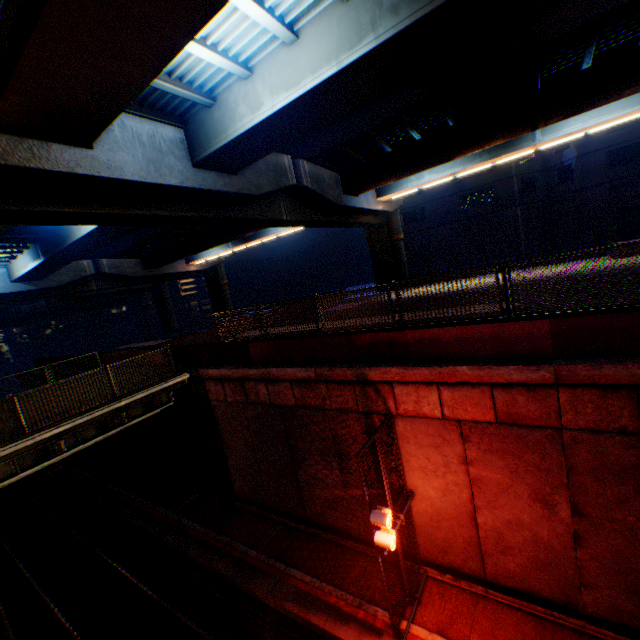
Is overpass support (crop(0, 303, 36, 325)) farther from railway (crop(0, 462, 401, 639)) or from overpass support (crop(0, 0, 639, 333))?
railway (crop(0, 462, 401, 639))

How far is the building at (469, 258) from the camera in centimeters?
3588cm

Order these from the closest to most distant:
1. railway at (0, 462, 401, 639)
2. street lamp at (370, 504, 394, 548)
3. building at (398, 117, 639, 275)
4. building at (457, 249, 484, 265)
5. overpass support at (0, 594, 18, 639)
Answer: street lamp at (370, 504, 394, 548)
overpass support at (0, 594, 18, 639)
railway at (0, 462, 401, 639)
building at (398, 117, 639, 275)
building at (457, 249, 484, 265)

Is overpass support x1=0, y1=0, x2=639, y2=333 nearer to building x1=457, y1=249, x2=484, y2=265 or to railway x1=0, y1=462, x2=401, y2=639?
railway x1=0, y1=462, x2=401, y2=639

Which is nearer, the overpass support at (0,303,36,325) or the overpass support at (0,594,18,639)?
the overpass support at (0,594,18,639)

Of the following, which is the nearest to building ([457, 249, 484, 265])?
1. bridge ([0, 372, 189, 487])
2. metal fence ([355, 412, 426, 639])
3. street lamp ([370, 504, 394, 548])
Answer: metal fence ([355, 412, 426, 639])

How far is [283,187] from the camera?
15.9 meters

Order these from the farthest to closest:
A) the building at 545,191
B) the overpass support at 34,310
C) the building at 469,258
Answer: the overpass support at 34,310 < the building at 469,258 < the building at 545,191
